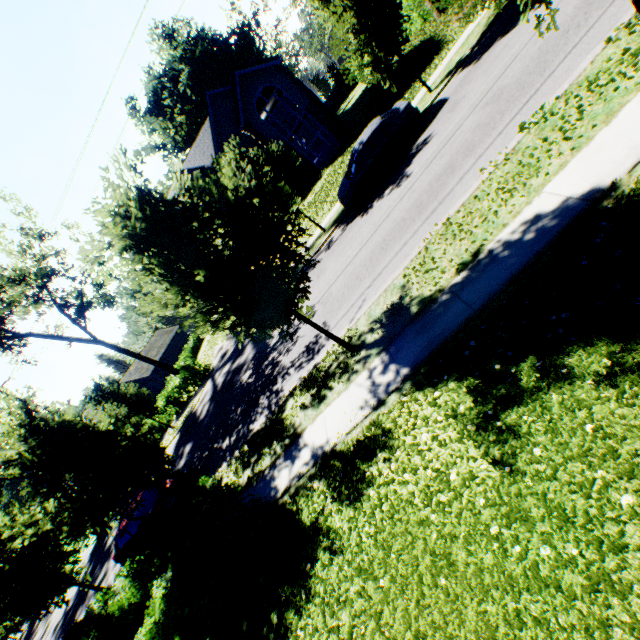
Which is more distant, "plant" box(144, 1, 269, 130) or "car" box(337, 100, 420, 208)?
"plant" box(144, 1, 269, 130)

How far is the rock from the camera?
55.8m

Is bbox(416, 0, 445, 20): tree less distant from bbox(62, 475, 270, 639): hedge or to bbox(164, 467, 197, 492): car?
bbox(62, 475, 270, 639): hedge

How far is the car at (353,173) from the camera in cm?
1341

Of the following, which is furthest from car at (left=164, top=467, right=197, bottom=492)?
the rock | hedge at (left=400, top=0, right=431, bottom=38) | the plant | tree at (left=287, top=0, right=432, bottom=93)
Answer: the rock

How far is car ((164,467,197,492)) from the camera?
12.14m

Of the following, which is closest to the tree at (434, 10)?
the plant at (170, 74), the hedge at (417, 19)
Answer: the hedge at (417, 19)

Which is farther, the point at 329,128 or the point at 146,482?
the point at 329,128
